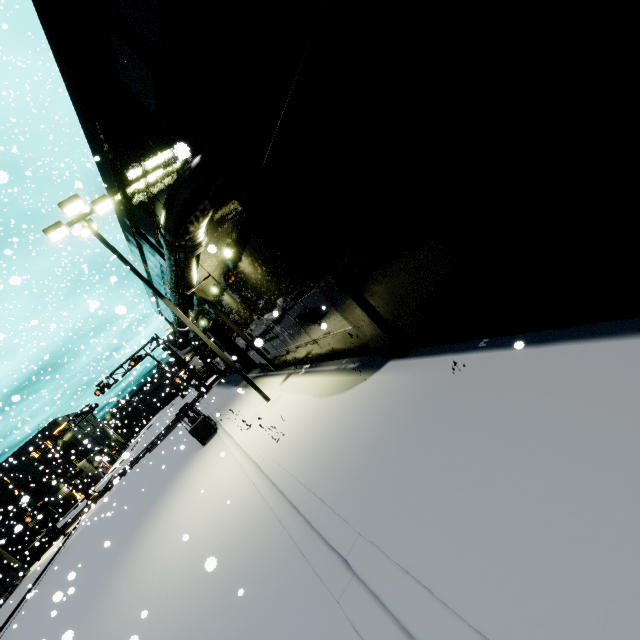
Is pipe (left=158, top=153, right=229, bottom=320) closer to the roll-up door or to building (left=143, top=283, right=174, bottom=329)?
building (left=143, top=283, right=174, bottom=329)

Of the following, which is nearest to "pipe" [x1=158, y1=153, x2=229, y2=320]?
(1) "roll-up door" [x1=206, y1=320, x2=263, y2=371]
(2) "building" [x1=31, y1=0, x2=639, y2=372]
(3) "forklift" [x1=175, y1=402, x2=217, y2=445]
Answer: (2) "building" [x1=31, y1=0, x2=639, y2=372]

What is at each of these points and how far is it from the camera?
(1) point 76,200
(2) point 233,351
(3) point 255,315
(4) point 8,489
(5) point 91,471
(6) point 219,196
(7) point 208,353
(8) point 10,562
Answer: (1) light, 10.6 meters
(2) roll-up door, 24.4 meters
(3) building, 13.2 meters
(4) building, 59.7 meters
(5) building, 58.4 meters
(6) pipe, 7.1 meters
(7) building, 33.5 meters
(8) building, 27.8 meters

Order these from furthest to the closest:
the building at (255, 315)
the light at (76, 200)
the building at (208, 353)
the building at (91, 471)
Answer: the building at (91, 471) < the building at (208, 353) < the light at (76, 200) < the building at (255, 315)

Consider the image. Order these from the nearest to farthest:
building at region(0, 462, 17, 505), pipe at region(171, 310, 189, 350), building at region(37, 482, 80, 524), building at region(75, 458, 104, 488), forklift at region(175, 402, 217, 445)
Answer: forklift at region(175, 402, 217, 445) → pipe at region(171, 310, 189, 350) → building at region(37, 482, 80, 524) → building at region(75, 458, 104, 488) → building at region(0, 462, 17, 505)

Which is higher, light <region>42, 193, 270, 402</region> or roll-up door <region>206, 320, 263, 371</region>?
light <region>42, 193, 270, 402</region>

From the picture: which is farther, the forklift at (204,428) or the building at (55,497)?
the building at (55,497)

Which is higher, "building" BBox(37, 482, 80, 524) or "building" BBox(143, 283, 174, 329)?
"building" BBox(143, 283, 174, 329)
